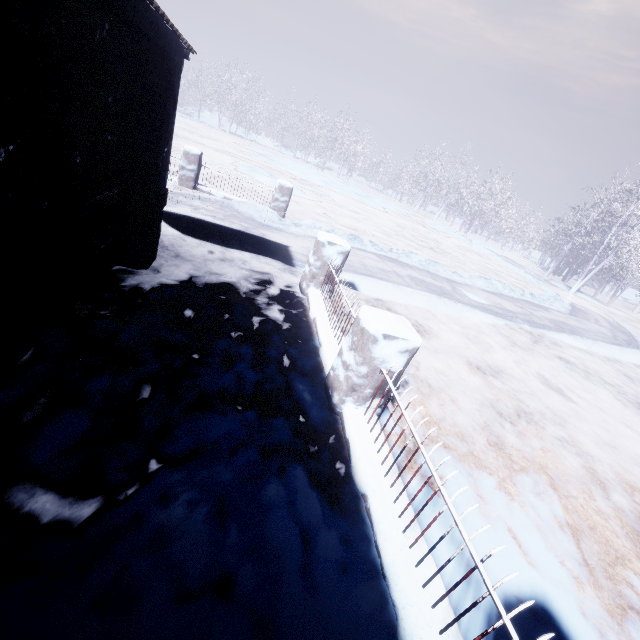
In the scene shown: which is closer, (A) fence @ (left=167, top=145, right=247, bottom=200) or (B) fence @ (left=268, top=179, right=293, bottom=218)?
(A) fence @ (left=167, top=145, right=247, bottom=200)

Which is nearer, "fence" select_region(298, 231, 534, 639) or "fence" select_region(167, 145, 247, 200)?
"fence" select_region(298, 231, 534, 639)

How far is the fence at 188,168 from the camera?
7.79m

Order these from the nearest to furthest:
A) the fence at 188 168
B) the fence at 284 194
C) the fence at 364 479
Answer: the fence at 364 479
the fence at 188 168
the fence at 284 194

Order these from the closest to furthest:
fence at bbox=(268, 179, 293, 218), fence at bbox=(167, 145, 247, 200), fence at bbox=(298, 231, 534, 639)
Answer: fence at bbox=(298, 231, 534, 639) → fence at bbox=(167, 145, 247, 200) → fence at bbox=(268, 179, 293, 218)

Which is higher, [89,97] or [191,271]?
[89,97]

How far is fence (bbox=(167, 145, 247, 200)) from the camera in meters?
7.8 m
